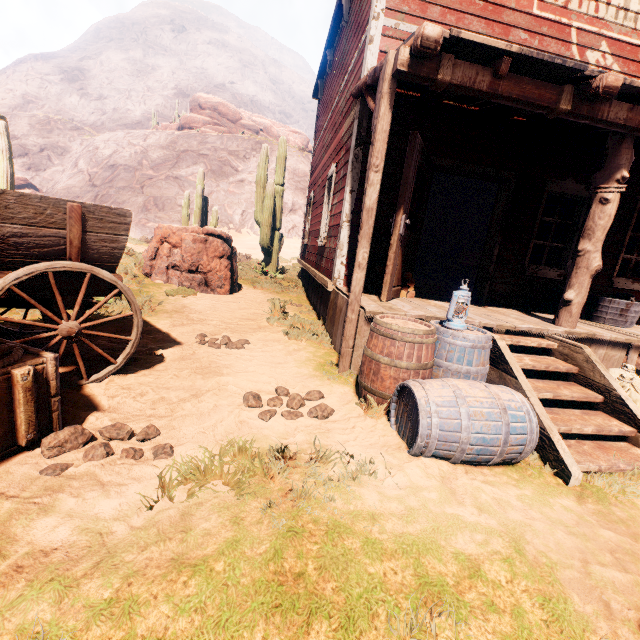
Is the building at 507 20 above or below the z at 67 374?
above

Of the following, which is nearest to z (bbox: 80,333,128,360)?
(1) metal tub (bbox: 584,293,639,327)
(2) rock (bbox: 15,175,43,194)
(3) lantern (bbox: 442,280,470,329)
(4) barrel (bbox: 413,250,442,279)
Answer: (3) lantern (bbox: 442,280,470,329)

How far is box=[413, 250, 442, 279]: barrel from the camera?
12.3 meters

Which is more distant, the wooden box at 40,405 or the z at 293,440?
the wooden box at 40,405

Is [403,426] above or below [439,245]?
below

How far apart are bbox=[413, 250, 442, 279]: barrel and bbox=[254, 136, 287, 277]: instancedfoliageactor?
5.70m

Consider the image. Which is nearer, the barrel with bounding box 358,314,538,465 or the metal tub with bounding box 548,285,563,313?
the barrel with bounding box 358,314,538,465

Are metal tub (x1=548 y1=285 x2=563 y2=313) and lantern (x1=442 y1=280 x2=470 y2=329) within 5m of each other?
yes
